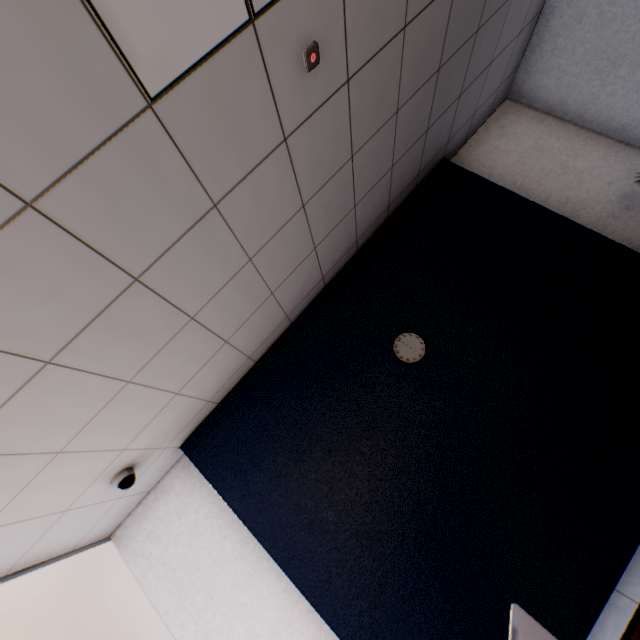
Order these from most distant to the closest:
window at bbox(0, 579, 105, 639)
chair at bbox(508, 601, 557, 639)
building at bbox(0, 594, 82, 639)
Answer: building at bbox(0, 594, 82, 639) → window at bbox(0, 579, 105, 639) → chair at bbox(508, 601, 557, 639)

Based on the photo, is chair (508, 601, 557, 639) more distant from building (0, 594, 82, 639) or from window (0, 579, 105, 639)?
building (0, 594, 82, 639)

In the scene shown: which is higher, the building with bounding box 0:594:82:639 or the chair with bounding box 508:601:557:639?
the building with bounding box 0:594:82:639

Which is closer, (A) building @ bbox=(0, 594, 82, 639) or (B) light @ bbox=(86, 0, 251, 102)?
(B) light @ bbox=(86, 0, 251, 102)

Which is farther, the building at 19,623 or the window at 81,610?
the building at 19,623

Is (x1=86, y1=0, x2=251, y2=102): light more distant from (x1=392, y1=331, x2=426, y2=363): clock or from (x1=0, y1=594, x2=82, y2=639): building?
(x1=0, y1=594, x2=82, y2=639): building

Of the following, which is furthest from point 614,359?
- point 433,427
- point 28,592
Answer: point 28,592

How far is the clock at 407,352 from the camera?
2.8m
